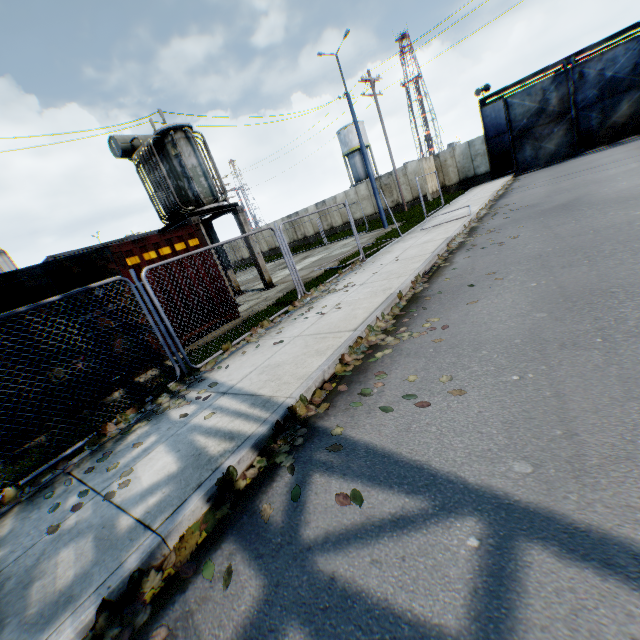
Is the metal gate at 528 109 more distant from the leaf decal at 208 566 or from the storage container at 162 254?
the storage container at 162 254

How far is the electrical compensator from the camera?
11.0 meters

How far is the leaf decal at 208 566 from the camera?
2.4 meters

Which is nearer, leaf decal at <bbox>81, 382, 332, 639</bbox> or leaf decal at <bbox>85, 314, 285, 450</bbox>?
leaf decal at <bbox>81, 382, 332, 639</bbox>

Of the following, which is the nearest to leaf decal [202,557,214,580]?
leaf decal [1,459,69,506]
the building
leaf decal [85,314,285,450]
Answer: leaf decal [85,314,285,450]

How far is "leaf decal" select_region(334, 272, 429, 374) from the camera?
4.7 meters

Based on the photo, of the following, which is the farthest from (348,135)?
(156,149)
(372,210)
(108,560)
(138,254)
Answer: (108,560)

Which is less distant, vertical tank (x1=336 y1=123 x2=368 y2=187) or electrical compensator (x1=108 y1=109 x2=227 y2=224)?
electrical compensator (x1=108 y1=109 x2=227 y2=224)
